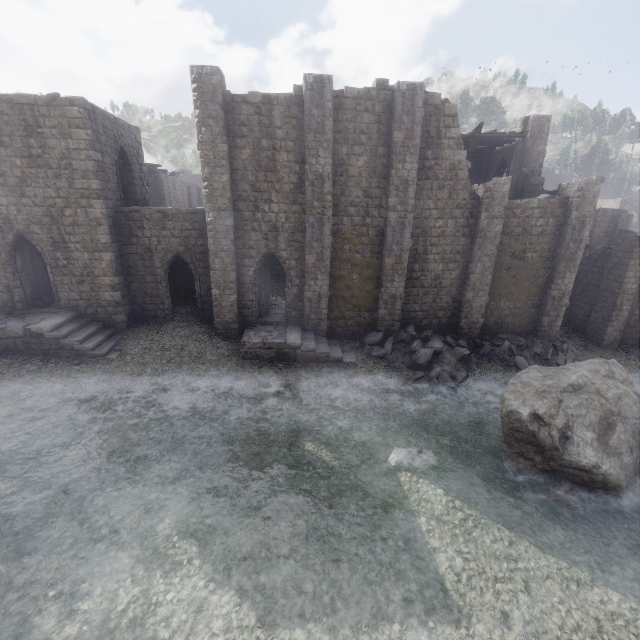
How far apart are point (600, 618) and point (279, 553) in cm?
775

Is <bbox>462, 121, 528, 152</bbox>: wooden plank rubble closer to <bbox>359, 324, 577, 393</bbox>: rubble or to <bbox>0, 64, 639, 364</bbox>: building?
<bbox>0, 64, 639, 364</bbox>: building

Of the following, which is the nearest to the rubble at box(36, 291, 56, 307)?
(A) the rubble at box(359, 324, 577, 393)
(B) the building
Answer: (B) the building

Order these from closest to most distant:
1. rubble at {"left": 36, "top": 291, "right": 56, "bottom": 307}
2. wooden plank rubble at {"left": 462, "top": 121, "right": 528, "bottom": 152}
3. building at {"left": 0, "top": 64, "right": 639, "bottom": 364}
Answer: building at {"left": 0, "top": 64, "right": 639, "bottom": 364}, rubble at {"left": 36, "top": 291, "right": 56, "bottom": 307}, wooden plank rubble at {"left": 462, "top": 121, "right": 528, "bottom": 152}

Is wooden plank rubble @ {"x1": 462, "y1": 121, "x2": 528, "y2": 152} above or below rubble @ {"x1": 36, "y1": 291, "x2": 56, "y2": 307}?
above

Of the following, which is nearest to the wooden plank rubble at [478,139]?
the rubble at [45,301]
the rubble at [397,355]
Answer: the rubble at [397,355]

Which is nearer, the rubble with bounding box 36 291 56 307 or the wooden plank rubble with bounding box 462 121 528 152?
the rubble with bounding box 36 291 56 307
